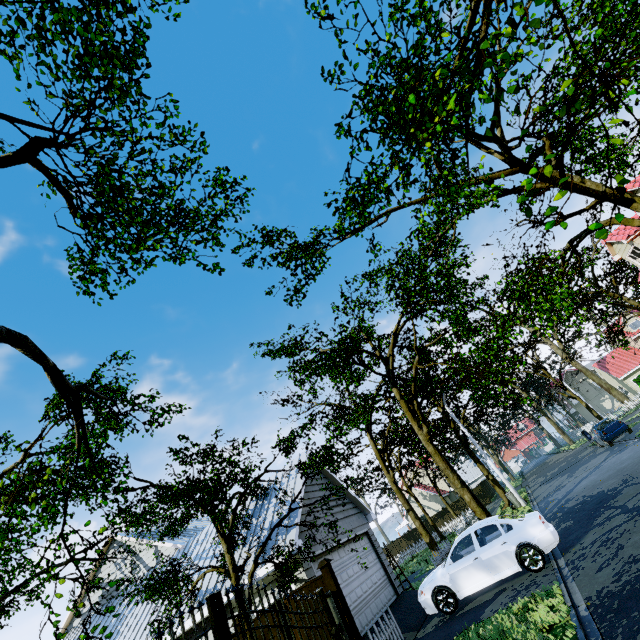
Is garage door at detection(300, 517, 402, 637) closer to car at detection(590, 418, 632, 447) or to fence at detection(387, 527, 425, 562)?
fence at detection(387, 527, 425, 562)

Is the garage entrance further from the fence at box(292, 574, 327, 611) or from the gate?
the gate

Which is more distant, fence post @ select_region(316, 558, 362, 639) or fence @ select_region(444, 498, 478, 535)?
fence @ select_region(444, 498, 478, 535)

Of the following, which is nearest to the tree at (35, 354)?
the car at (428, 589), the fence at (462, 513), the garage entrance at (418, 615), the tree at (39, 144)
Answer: the tree at (39, 144)

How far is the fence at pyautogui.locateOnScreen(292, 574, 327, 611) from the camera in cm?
768

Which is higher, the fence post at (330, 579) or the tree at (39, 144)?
the tree at (39, 144)

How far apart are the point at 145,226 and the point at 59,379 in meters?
3.4 m
